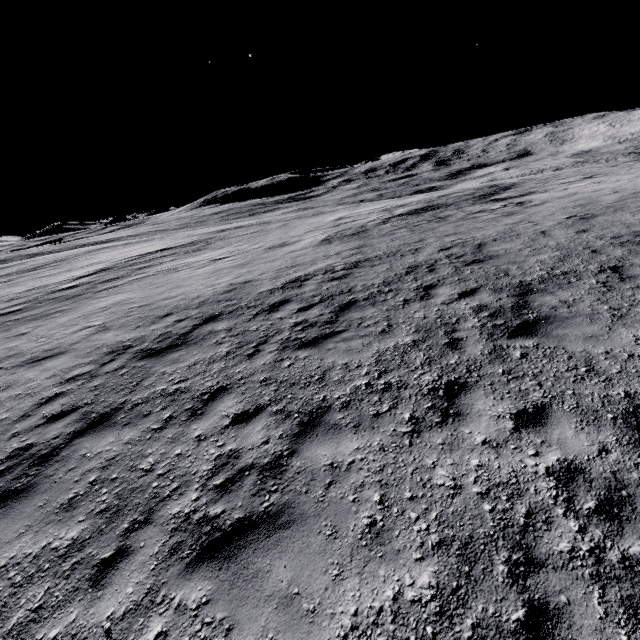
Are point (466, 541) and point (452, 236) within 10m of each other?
no
